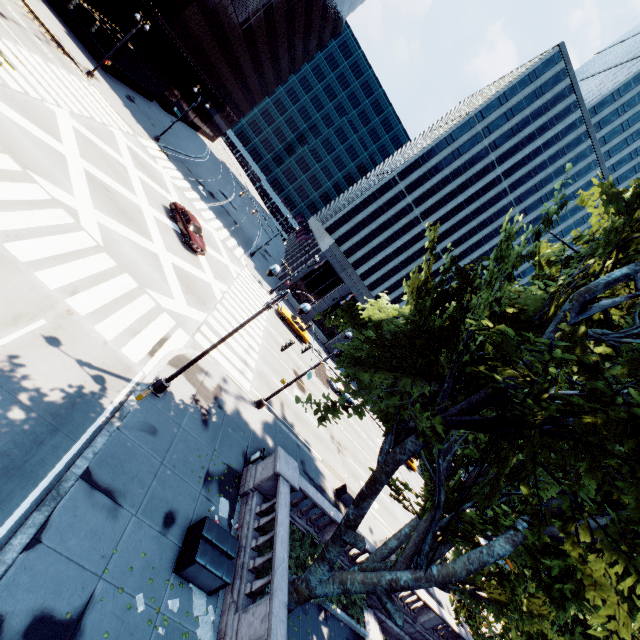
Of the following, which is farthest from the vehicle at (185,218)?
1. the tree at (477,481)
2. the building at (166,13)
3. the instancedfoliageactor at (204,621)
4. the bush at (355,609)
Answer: the bush at (355,609)

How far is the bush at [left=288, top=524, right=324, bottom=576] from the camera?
13.4m

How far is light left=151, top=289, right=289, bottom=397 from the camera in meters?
12.2

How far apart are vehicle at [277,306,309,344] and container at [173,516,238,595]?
26.1m

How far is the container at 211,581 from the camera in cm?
934

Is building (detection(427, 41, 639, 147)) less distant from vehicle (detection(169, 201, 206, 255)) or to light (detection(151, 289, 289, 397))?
vehicle (detection(169, 201, 206, 255))

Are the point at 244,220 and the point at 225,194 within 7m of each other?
yes

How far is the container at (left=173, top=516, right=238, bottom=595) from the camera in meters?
9.3
